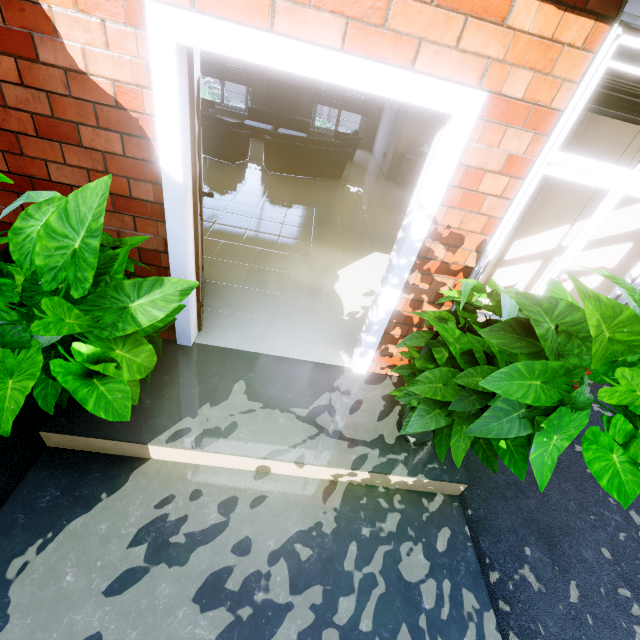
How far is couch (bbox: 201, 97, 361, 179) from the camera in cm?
701

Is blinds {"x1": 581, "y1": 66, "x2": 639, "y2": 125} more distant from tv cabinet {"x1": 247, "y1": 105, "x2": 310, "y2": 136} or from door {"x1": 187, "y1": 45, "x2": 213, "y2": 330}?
tv cabinet {"x1": 247, "y1": 105, "x2": 310, "y2": 136}

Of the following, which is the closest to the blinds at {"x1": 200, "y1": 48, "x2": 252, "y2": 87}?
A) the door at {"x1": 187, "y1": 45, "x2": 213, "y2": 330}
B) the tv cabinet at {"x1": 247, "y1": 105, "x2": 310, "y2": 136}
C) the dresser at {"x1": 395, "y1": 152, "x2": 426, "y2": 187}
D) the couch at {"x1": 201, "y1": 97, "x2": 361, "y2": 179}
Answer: the tv cabinet at {"x1": 247, "y1": 105, "x2": 310, "y2": 136}

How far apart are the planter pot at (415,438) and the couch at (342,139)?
6.5m

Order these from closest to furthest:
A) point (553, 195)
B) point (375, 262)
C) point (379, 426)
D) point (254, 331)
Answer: point (379, 426) < point (254, 331) < point (553, 195) < point (375, 262)

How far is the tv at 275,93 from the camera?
11.06m

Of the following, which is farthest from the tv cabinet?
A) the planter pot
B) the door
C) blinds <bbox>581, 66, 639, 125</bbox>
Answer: the planter pot

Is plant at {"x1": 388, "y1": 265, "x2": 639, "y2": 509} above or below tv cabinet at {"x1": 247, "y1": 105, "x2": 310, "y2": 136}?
above
